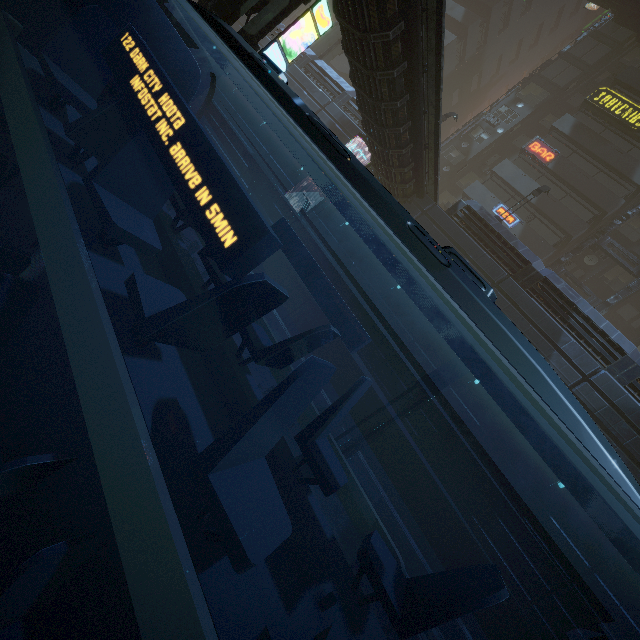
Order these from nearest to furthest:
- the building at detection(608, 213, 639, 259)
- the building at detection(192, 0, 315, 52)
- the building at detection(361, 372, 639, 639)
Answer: the building at detection(192, 0, 315, 52) < the building at detection(361, 372, 639, 639) < the building at detection(608, 213, 639, 259)

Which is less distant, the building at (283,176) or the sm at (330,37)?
the building at (283,176)

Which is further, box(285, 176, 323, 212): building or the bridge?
the bridge

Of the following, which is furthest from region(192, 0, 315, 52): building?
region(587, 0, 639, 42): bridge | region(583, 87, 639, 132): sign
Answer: region(587, 0, 639, 42): bridge

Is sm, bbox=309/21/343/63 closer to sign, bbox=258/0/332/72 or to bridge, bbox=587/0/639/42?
bridge, bbox=587/0/639/42

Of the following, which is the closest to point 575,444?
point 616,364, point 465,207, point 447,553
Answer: point 447,553

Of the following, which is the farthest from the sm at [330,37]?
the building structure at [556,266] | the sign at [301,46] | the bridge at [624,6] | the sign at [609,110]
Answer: the building structure at [556,266]
